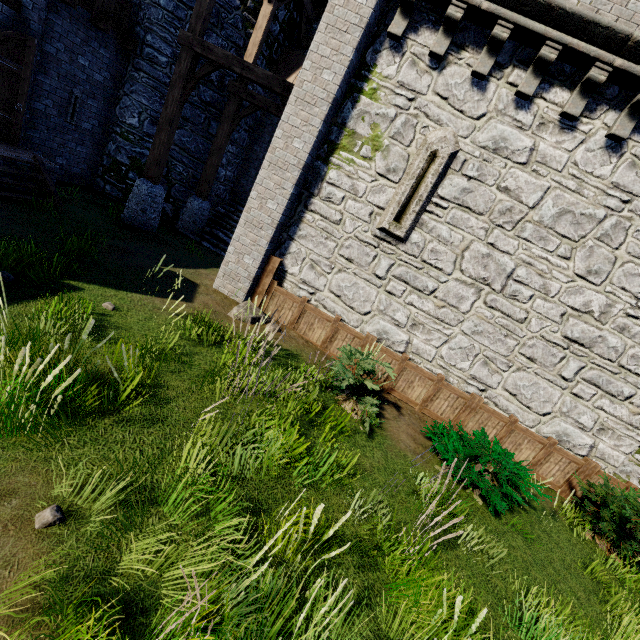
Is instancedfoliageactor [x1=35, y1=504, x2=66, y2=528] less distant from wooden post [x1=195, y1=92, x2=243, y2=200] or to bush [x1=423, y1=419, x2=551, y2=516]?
bush [x1=423, y1=419, x2=551, y2=516]

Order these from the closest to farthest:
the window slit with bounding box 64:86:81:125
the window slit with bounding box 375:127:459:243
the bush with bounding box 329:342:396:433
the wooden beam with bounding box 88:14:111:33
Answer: the bush with bounding box 329:342:396:433 < the window slit with bounding box 375:127:459:243 < the wooden beam with bounding box 88:14:111:33 < the window slit with bounding box 64:86:81:125

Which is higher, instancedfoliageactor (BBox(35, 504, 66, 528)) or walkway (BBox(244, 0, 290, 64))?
walkway (BBox(244, 0, 290, 64))

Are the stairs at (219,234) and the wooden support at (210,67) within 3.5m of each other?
no

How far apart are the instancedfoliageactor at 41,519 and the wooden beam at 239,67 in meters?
9.1

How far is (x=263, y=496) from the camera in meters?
3.8

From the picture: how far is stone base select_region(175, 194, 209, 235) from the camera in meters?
12.1

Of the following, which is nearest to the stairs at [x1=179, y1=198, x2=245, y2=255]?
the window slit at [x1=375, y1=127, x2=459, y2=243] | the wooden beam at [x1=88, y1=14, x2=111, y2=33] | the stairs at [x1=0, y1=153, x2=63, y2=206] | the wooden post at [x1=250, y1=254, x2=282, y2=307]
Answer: the wooden post at [x1=250, y1=254, x2=282, y2=307]
